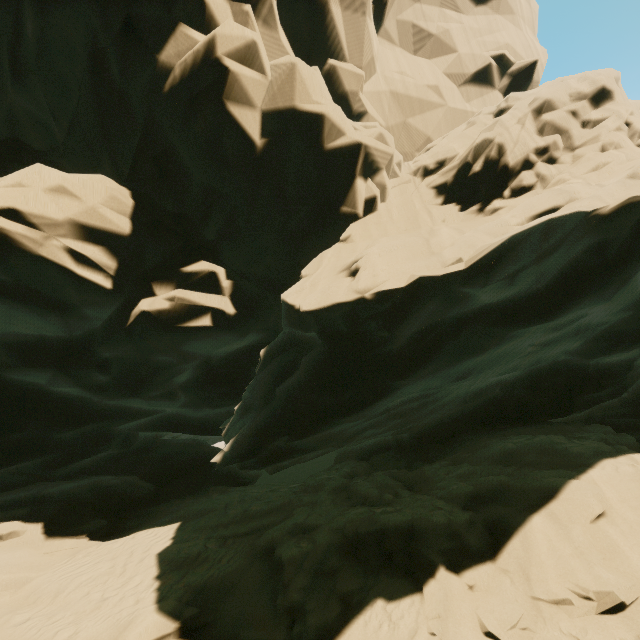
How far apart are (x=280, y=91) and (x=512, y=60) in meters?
18.3
